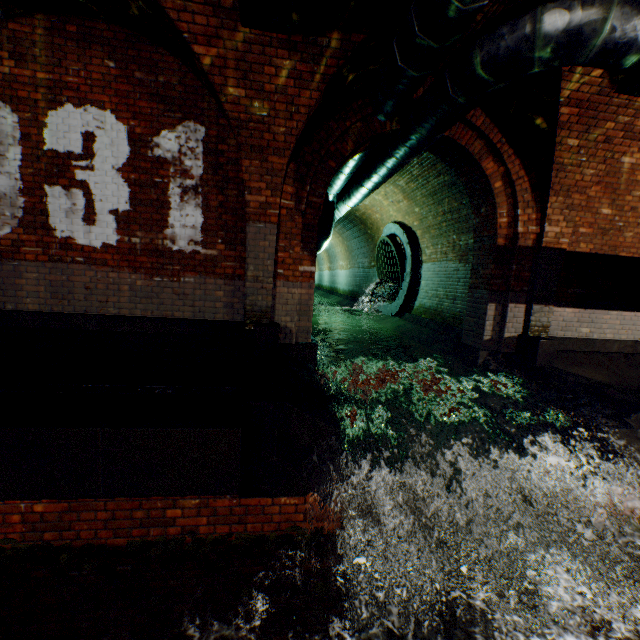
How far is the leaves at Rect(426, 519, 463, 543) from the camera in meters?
3.5 m

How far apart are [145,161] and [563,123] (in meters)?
6.18

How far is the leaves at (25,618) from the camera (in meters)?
2.38

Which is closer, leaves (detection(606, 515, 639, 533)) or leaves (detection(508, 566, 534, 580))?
leaves (detection(508, 566, 534, 580))

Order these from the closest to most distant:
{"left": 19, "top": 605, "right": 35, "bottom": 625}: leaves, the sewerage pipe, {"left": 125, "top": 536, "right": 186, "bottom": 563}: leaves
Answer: {"left": 19, "top": 605, "right": 35, "bottom": 625}: leaves, {"left": 125, "top": 536, "right": 186, "bottom": 563}: leaves, the sewerage pipe

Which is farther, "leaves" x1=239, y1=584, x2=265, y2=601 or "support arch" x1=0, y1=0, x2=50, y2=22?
"support arch" x1=0, y1=0, x2=50, y2=22

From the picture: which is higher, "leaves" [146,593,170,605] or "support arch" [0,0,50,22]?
"support arch" [0,0,50,22]

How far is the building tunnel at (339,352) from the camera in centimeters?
733cm
